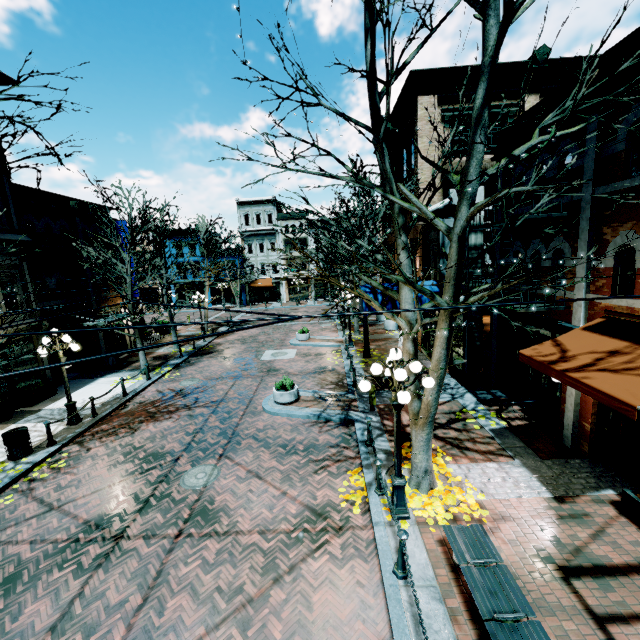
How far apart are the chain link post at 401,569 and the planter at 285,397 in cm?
720

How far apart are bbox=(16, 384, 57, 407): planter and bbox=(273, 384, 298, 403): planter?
10.7 meters

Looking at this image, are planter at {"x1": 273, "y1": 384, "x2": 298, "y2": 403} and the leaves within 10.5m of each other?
yes

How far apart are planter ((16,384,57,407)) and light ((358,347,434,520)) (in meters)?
15.47

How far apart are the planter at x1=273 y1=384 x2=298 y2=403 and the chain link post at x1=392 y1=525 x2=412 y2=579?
7.2 meters

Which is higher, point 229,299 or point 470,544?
point 229,299

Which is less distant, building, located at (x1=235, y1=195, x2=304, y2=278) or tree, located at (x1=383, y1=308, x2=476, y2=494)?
tree, located at (x1=383, y1=308, x2=476, y2=494)

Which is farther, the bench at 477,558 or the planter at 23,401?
the planter at 23,401
